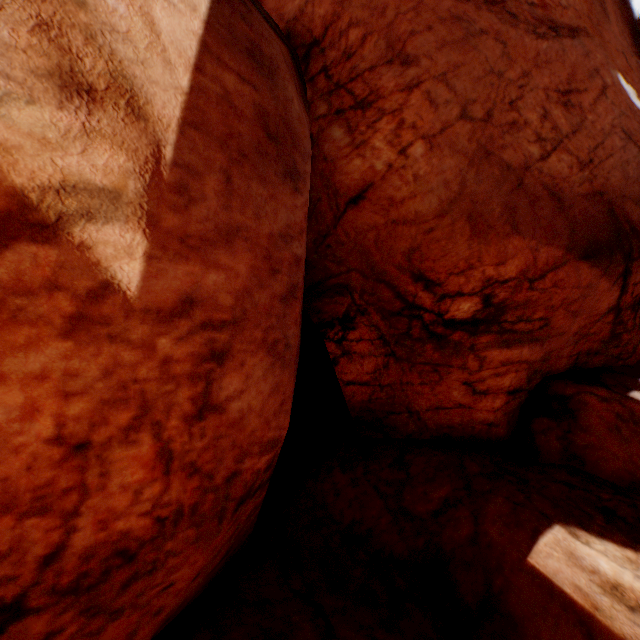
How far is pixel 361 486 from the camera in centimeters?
642cm
